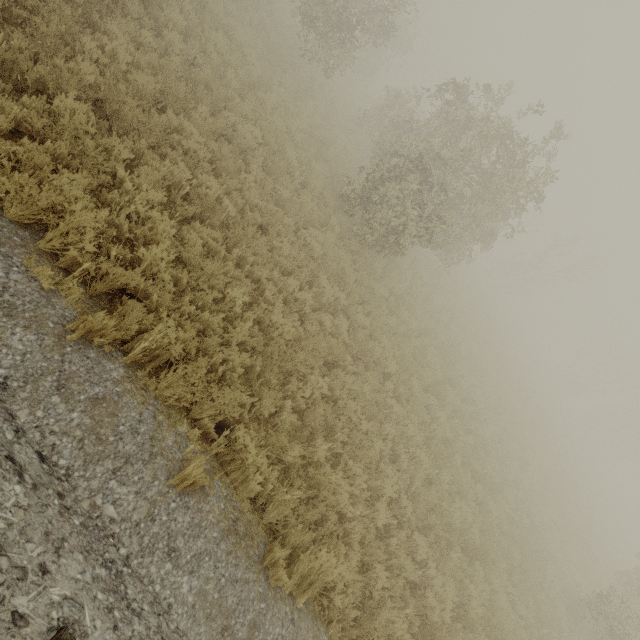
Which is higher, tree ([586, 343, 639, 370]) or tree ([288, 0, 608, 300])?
tree ([586, 343, 639, 370])

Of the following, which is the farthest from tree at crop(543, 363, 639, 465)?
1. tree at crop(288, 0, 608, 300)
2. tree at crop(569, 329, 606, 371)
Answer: tree at crop(288, 0, 608, 300)

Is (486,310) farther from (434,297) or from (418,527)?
(418,527)

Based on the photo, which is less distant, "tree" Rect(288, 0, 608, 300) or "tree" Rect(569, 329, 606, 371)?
"tree" Rect(288, 0, 608, 300)

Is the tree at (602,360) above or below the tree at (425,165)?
above

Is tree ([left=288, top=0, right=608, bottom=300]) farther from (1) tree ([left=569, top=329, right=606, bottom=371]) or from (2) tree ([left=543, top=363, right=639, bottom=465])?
(2) tree ([left=543, top=363, right=639, bottom=465])

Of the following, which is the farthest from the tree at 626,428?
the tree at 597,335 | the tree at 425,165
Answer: the tree at 425,165

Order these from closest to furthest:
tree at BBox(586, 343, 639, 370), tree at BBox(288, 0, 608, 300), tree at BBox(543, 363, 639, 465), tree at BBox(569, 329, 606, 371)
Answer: tree at BBox(288, 0, 608, 300), tree at BBox(543, 363, 639, 465), tree at BBox(586, 343, 639, 370), tree at BBox(569, 329, 606, 371)
